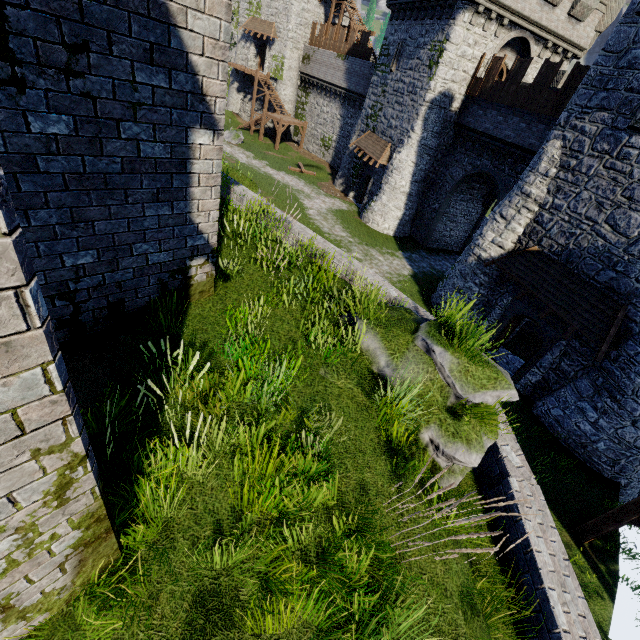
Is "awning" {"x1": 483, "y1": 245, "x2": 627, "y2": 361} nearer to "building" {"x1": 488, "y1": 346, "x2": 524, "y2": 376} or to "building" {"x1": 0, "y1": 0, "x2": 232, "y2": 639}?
"building" {"x1": 488, "y1": 346, "x2": 524, "y2": 376}

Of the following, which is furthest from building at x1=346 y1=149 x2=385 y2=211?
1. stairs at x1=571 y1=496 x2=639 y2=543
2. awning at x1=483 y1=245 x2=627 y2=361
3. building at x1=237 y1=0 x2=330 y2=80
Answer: building at x1=237 y1=0 x2=330 y2=80

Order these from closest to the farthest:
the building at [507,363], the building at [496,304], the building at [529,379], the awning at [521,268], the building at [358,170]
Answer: the awning at [521,268] < the building at [529,379] < the building at [496,304] < the building at [507,363] < the building at [358,170]

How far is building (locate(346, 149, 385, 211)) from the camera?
26.5 meters

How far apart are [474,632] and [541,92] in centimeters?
2248cm

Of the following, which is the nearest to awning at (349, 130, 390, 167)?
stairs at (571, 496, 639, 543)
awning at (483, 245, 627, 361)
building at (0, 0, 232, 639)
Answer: awning at (483, 245, 627, 361)

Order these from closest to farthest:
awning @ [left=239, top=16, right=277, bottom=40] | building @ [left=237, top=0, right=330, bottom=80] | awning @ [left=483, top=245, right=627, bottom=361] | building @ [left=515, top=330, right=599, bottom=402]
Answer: awning @ [left=483, top=245, right=627, bottom=361] → building @ [left=515, top=330, right=599, bottom=402] → building @ [left=237, top=0, right=330, bottom=80] → awning @ [left=239, top=16, right=277, bottom=40]

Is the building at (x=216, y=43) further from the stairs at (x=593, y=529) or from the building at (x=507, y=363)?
the building at (x=507, y=363)
